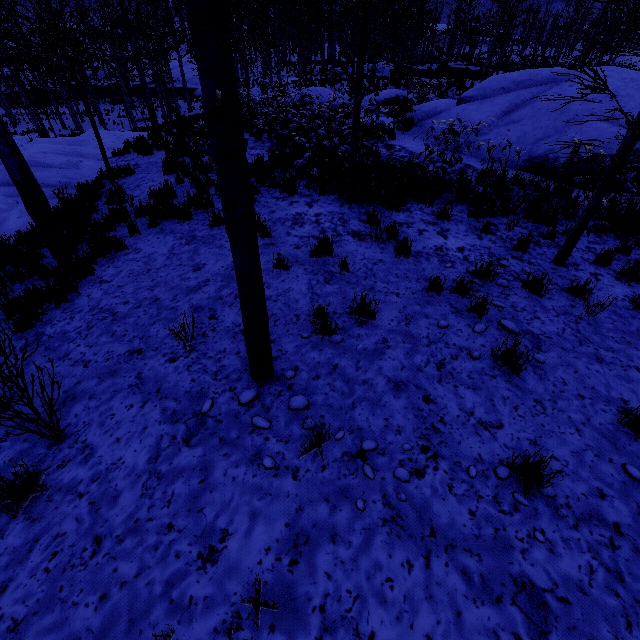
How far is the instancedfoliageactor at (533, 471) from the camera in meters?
2.6 m

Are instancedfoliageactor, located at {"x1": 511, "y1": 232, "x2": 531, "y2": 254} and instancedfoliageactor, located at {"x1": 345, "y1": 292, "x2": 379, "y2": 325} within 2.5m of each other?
no

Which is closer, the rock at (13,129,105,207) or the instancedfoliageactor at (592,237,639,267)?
the instancedfoliageactor at (592,237,639,267)

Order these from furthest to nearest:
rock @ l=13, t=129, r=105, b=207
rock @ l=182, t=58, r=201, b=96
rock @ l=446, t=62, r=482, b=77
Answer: rock @ l=182, t=58, r=201, b=96
rock @ l=446, t=62, r=482, b=77
rock @ l=13, t=129, r=105, b=207

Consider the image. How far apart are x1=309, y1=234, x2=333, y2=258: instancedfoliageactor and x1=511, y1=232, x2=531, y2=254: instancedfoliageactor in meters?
3.4 m

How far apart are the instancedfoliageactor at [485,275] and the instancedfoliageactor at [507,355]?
1.40m

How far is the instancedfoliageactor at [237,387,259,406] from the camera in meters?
3.4

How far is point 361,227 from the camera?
6.5 meters
